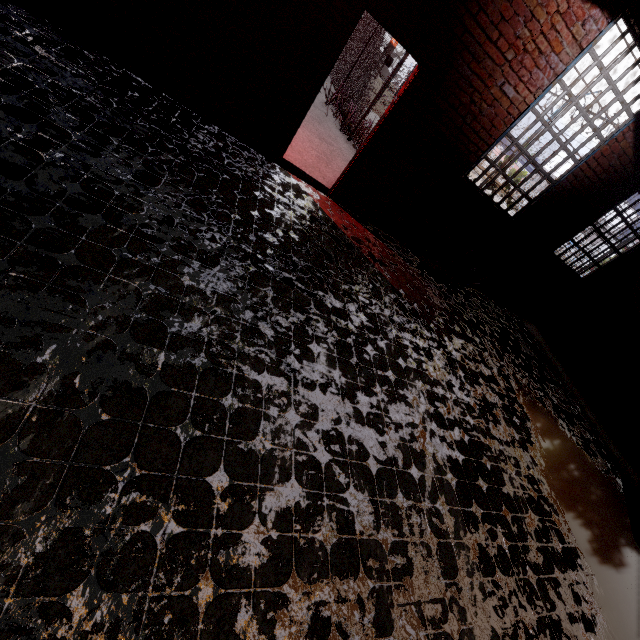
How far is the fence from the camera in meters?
8.1 m

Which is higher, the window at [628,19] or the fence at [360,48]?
the window at [628,19]

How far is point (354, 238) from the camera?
5.2m

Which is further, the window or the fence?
the fence

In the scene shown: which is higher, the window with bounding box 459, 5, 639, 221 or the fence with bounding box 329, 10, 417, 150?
the window with bounding box 459, 5, 639, 221

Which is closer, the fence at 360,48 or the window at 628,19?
the window at 628,19
